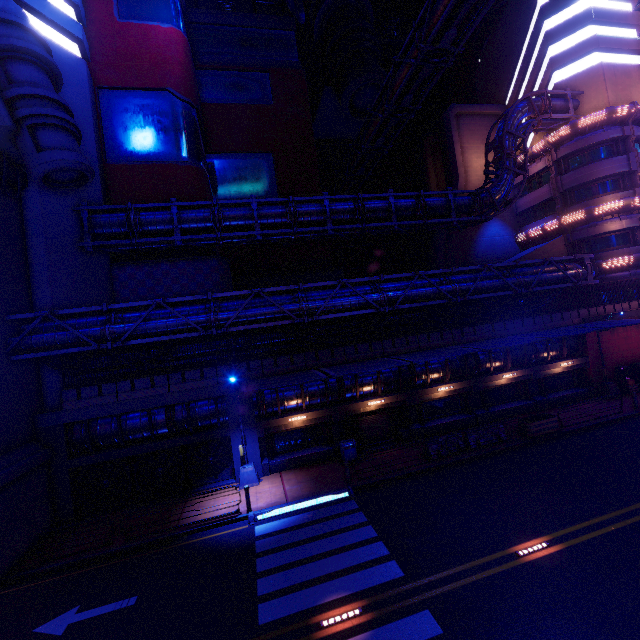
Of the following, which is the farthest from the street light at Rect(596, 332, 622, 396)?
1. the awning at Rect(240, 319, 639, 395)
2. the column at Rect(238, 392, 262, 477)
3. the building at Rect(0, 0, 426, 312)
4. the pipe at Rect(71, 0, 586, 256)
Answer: the column at Rect(238, 392, 262, 477)

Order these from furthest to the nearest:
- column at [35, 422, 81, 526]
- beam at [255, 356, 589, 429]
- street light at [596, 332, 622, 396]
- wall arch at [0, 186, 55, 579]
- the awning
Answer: street light at [596, 332, 622, 396] → beam at [255, 356, 589, 429] → column at [35, 422, 81, 526] → the awning → wall arch at [0, 186, 55, 579]

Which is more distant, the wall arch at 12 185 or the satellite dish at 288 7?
the satellite dish at 288 7

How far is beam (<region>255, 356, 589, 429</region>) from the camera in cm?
1906

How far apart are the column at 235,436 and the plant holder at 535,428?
15.30m

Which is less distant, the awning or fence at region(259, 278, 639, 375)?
the awning

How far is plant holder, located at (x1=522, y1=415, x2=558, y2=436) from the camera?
18.5m

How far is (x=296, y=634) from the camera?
8.60m
